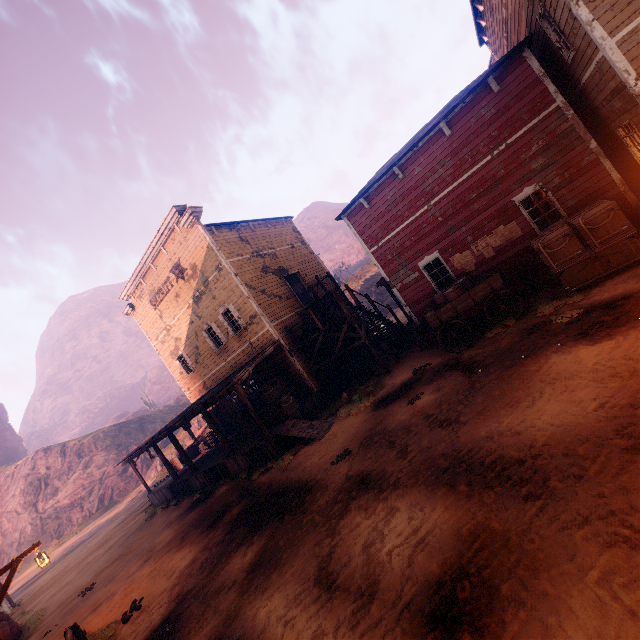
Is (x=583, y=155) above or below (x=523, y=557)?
above

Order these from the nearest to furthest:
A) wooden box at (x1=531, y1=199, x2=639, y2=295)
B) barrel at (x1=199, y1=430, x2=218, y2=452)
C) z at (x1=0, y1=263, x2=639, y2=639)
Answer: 1. z at (x1=0, y1=263, x2=639, y2=639)
2. wooden box at (x1=531, y1=199, x2=639, y2=295)
3. barrel at (x1=199, y1=430, x2=218, y2=452)

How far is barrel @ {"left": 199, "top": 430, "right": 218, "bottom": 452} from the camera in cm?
2156

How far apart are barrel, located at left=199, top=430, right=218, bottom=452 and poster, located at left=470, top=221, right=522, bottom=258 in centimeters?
1928cm

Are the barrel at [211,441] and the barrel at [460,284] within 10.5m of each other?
no

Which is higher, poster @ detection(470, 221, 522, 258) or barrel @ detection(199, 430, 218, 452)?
poster @ detection(470, 221, 522, 258)

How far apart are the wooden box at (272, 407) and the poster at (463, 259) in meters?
8.9

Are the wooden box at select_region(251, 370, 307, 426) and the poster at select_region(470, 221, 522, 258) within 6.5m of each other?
no
